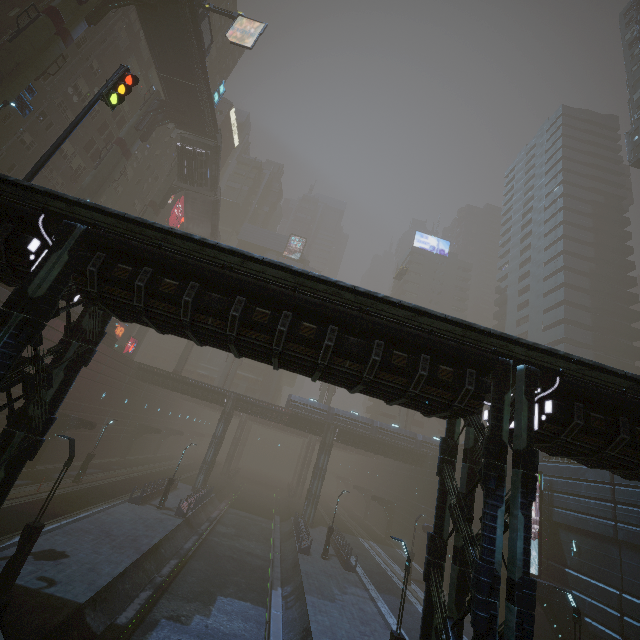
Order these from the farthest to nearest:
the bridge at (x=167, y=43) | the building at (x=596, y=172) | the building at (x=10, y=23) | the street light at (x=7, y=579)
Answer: the building at (x=596, y=172), the bridge at (x=167, y=43), the building at (x=10, y=23), the street light at (x=7, y=579)

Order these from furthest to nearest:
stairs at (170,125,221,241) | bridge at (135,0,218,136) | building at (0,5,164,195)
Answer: stairs at (170,125,221,241)
building at (0,5,164,195)
bridge at (135,0,218,136)

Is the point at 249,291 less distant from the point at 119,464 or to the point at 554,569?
the point at 554,569

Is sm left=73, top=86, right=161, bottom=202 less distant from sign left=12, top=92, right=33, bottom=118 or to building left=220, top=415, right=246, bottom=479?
building left=220, top=415, right=246, bottom=479

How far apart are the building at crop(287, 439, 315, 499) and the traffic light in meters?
55.0

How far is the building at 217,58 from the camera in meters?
54.7 m

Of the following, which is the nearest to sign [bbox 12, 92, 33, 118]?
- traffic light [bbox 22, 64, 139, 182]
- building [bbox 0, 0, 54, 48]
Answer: building [bbox 0, 0, 54, 48]

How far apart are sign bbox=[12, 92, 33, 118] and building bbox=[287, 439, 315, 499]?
55.24m
